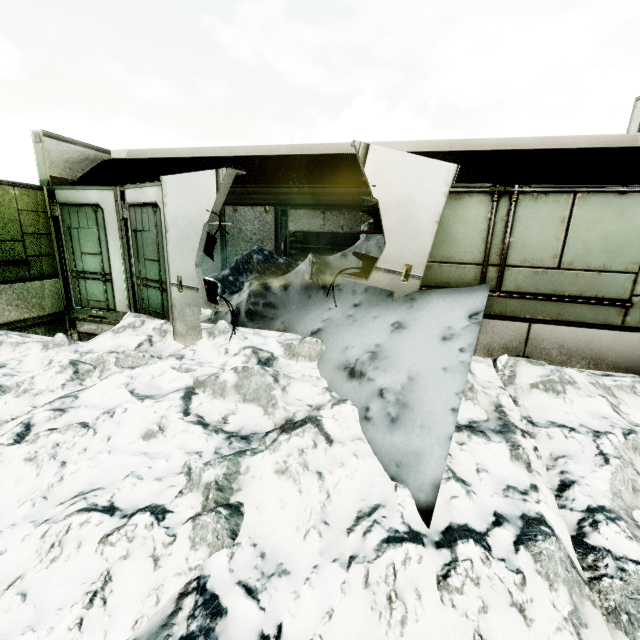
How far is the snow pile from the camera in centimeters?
302cm

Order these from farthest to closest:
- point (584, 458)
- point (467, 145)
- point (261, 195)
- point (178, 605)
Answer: point (261, 195)
point (467, 145)
point (584, 458)
point (178, 605)

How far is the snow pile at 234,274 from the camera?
3.0 meters
